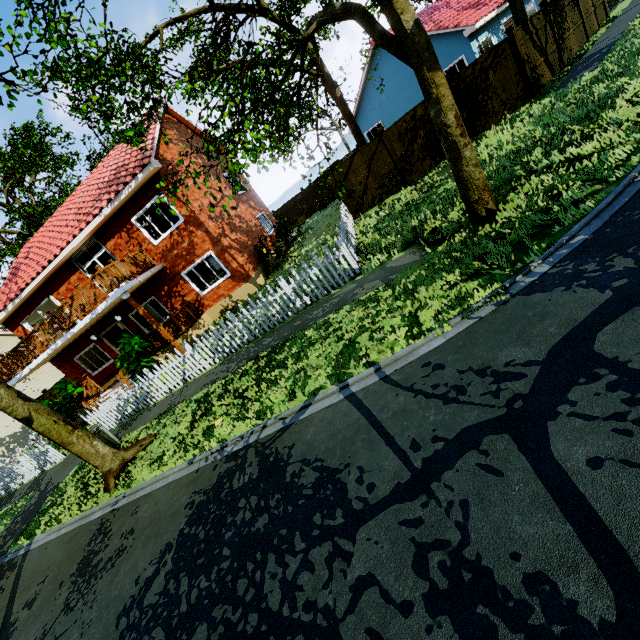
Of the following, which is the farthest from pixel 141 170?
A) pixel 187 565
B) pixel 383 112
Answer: pixel 383 112

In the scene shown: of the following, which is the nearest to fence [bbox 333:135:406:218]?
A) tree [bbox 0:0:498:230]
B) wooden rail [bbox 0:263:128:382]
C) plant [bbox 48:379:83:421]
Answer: tree [bbox 0:0:498:230]

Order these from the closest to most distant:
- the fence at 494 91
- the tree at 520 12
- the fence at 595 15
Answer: the fence at 494 91 < the tree at 520 12 < the fence at 595 15

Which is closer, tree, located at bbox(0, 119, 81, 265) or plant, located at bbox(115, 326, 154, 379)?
plant, located at bbox(115, 326, 154, 379)

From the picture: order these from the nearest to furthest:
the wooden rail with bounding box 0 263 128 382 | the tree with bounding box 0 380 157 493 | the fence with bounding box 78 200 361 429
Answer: the tree with bounding box 0 380 157 493
the fence with bounding box 78 200 361 429
the wooden rail with bounding box 0 263 128 382

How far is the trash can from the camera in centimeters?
971cm

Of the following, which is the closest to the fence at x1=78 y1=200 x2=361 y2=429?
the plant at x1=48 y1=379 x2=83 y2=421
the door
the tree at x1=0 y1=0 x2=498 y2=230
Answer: the tree at x1=0 y1=0 x2=498 y2=230

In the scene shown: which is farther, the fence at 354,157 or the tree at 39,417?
the fence at 354,157
